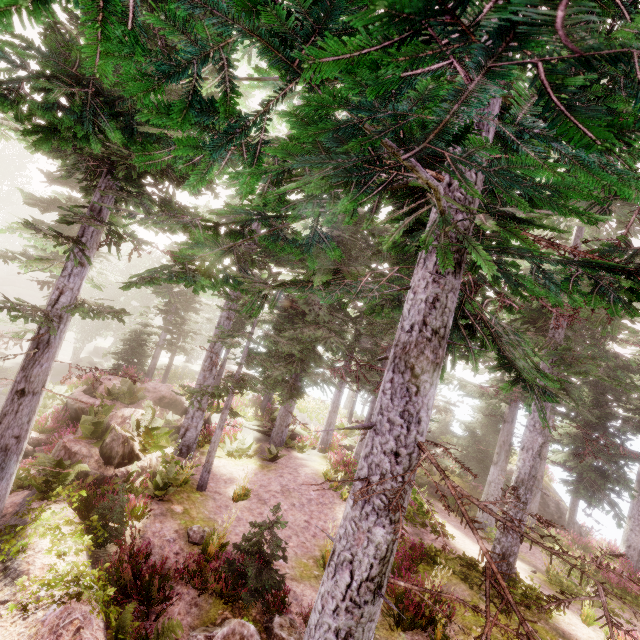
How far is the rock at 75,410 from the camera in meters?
15.3 m

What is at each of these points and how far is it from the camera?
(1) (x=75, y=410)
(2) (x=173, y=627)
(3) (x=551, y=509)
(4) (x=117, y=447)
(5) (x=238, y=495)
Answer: (1) rock, 15.57m
(2) instancedfoliageactor, 5.60m
(3) rock, 20.67m
(4) rock, 9.93m
(5) instancedfoliageactor, 12.24m

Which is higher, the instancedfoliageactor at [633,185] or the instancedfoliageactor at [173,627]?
the instancedfoliageactor at [633,185]

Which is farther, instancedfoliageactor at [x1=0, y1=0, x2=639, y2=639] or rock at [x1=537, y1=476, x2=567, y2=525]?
rock at [x1=537, y1=476, x2=567, y2=525]

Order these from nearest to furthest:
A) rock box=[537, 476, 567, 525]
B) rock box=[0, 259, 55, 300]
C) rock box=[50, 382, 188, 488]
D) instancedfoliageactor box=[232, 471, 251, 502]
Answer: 1. rock box=[50, 382, 188, 488]
2. instancedfoliageactor box=[232, 471, 251, 502]
3. rock box=[537, 476, 567, 525]
4. rock box=[0, 259, 55, 300]

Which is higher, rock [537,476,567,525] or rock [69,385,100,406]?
rock [537,476,567,525]

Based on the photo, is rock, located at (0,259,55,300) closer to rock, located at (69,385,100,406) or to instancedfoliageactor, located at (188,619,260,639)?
instancedfoliageactor, located at (188,619,260,639)

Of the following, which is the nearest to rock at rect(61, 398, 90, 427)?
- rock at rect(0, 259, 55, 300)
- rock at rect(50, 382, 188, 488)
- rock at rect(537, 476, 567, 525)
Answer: rock at rect(50, 382, 188, 488)
